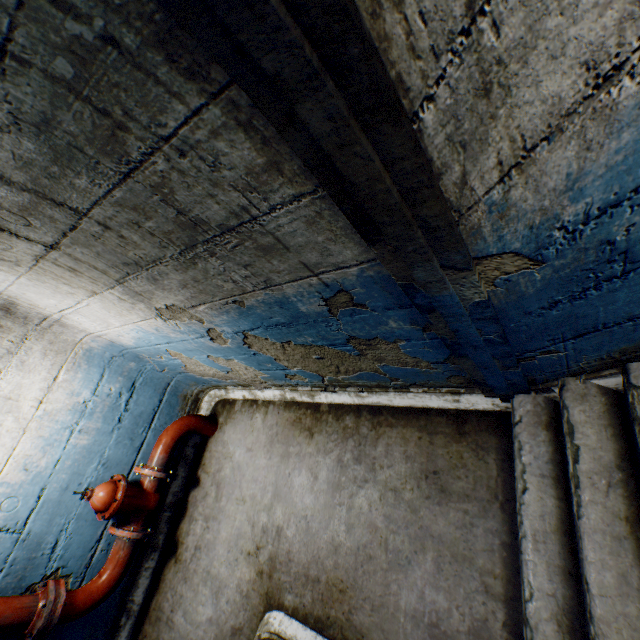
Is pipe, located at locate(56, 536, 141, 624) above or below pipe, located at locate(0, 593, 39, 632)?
below

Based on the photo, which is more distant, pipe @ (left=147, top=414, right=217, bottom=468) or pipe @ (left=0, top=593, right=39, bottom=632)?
pipe @ (left=147, top=414, right=217, bottom=468)

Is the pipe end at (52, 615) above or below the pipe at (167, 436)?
above

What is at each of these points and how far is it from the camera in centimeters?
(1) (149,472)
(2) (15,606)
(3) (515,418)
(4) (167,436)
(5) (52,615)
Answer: (1) valve, 306cm
(2) pipe, 231cm
(3) building tunnel, 187cm
(4) pipe, 330cm
(5) pipe end, 238cm

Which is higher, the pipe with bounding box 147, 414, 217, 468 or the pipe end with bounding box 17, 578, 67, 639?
the pipe end with bounding box 17, 578, 67, 639

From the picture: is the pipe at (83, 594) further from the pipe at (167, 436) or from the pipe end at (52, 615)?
the pipe at (167, 436)

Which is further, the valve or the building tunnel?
the valve

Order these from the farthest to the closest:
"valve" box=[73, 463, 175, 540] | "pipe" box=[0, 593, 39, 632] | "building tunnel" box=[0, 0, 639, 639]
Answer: "valve" box=[73, 463, 175, 540] < "pipe" box=[0, 593, 39, 632] < "building tunnel" box=[0, 0, 639, 639]
